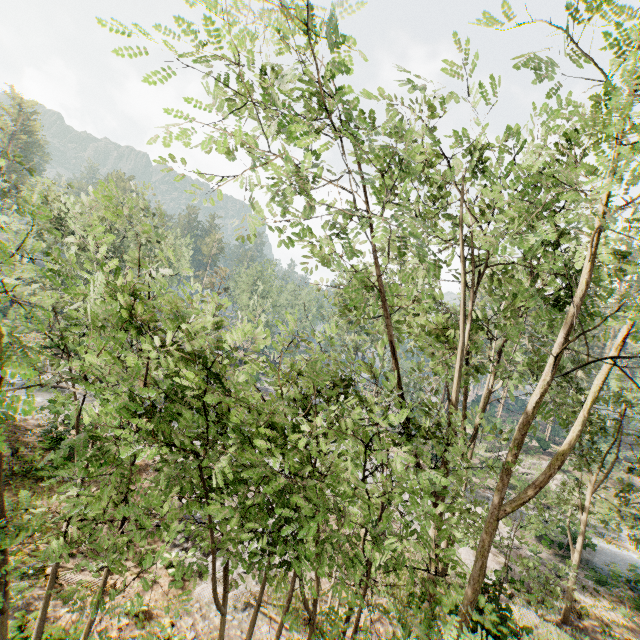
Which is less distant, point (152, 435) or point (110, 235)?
point (152, 435)
